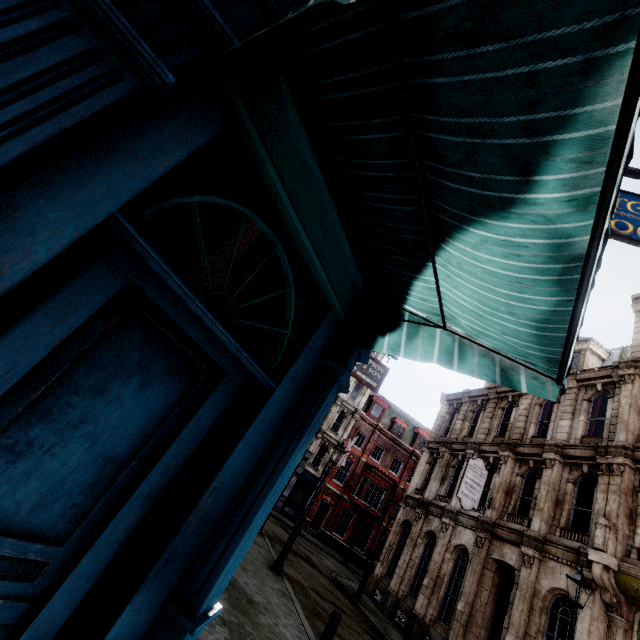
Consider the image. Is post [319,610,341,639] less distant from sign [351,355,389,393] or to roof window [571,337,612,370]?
sign [351,355,389,393]

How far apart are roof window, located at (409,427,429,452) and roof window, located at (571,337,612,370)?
21.2 meters

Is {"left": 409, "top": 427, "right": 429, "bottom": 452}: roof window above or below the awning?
above

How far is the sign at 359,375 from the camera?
11.4 meters

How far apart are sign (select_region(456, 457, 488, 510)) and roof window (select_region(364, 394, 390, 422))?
21.0m

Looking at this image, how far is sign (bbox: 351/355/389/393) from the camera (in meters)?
11.41

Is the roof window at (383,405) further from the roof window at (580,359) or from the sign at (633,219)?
the sign at (633,219)

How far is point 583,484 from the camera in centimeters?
1308cm
